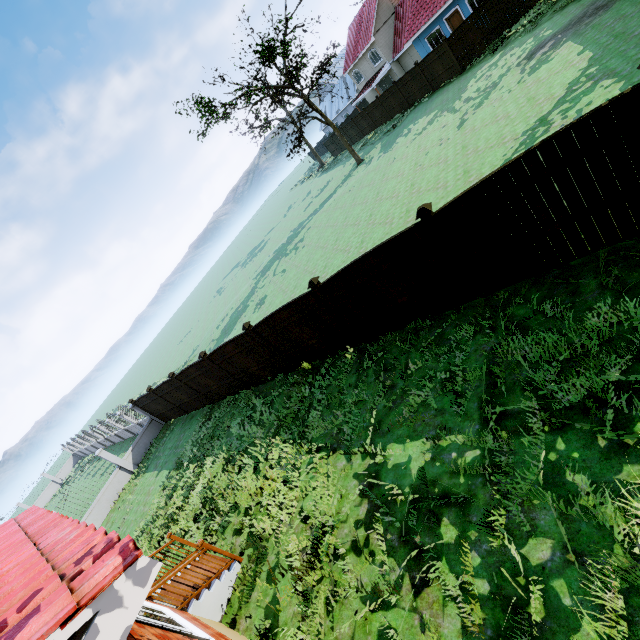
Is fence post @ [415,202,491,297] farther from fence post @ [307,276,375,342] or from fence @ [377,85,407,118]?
fence post @ [307,276,375,342]

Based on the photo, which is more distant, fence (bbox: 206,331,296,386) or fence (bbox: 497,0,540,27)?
fence (bbox: 497,0,540,27)

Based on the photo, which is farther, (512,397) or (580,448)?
(512,397)

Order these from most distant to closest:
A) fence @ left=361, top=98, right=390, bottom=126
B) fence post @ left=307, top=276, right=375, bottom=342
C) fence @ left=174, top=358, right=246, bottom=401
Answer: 1. fence @ left=361, top=98, right=390, bottom=126
2. fence @ left=174, top=358, right=246, bottom=401
3. fence post @ left=307, top=276, right=375, bottom=342

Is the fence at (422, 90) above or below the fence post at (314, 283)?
below

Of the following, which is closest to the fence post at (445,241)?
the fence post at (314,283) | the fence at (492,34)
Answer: the fence at (492,34)
